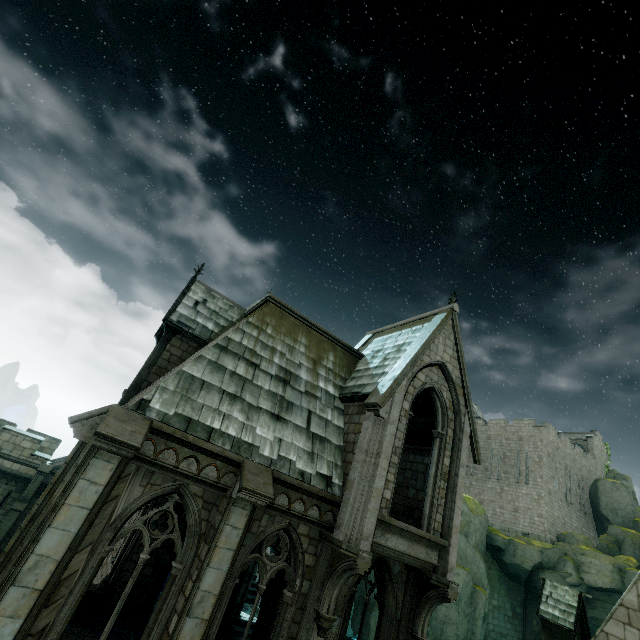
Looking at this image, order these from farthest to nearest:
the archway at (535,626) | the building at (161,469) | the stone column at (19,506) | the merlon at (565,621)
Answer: the archway at (535,626), the stone column at (19,506), the merlon at (565,621), the building at (161,469)

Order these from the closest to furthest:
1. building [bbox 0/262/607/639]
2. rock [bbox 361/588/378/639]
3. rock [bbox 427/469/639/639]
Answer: building [bbox 0/262/607/639], rock [bbox 361/588/378/639], rock [bbox 427/469/639/639]

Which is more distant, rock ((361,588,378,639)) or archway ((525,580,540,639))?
archway ((525,580,540,639))

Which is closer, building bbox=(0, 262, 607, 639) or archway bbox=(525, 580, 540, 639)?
building bbox=(0, 262, 607, 639)

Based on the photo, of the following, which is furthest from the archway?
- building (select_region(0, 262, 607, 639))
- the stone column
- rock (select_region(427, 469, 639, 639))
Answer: the stone column

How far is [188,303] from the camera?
13.5m

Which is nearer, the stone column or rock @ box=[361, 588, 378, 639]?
the stone column

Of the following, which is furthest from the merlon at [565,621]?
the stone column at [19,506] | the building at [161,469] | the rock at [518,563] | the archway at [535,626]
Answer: the stone column at [19,506]
